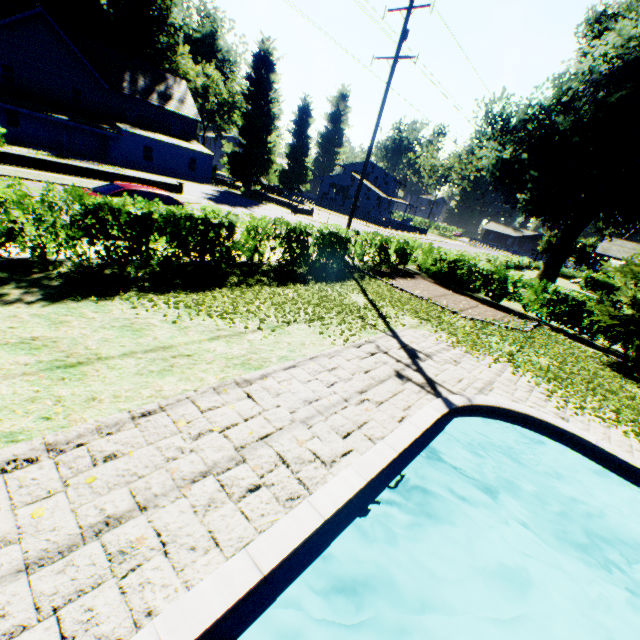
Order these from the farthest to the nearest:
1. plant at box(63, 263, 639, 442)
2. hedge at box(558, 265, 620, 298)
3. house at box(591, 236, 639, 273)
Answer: house at box(591, 236, 639, 273) < hedge at box(558, 265, 620, 298) < plant at box(63, 263, 639, 442)

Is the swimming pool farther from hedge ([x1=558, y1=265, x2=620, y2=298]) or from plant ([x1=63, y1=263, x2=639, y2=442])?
hedge ([x1=558, y1=265, x2=620, y2=298])

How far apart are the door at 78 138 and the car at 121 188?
31.00m

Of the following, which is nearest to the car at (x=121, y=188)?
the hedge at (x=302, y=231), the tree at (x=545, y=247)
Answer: the hedge at (x=302, y=231)

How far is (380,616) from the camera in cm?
540

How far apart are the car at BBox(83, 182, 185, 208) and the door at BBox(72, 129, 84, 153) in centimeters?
3100cm

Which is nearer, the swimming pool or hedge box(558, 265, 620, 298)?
the swimming pool

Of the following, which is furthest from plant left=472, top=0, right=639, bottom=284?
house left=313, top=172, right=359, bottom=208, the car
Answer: the car
